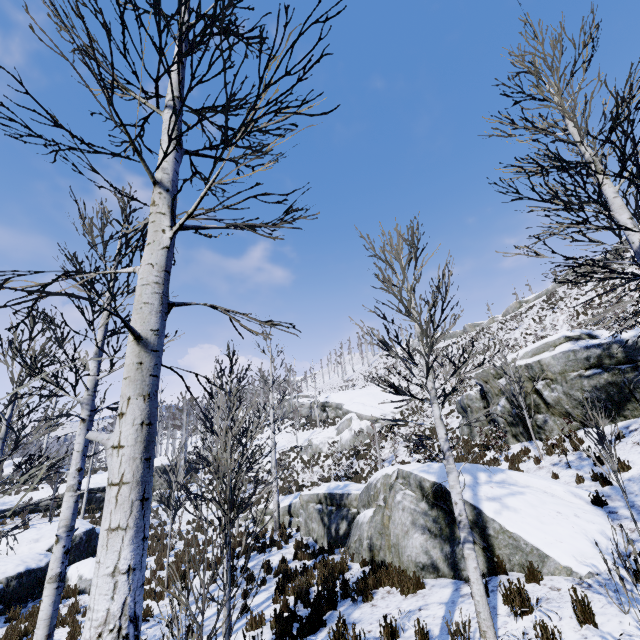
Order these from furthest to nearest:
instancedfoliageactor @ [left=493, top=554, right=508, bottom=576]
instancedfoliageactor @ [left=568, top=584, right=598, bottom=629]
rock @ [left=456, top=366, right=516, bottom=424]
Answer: rock @ [left=456, top=366, right=516, bottom=424] < instancedfoliageactor @ [left=493, top=554, right=508, bottom=576] < instancedfoliageactor @ [left=568, top=584, right=598, bottom=629]

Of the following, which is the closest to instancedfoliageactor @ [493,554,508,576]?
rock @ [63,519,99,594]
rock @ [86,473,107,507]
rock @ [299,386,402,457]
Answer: rock @ [63,519,99,594]

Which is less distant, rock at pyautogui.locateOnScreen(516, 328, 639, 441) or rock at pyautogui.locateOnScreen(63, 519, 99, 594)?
rock at pyautogui.locateOnScreen(516, 328, 639, 441)

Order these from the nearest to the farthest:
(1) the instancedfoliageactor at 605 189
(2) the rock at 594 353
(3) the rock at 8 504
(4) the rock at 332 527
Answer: (1) the instancedfoliageactor at 605 189 < (4) the rock at 332 527 < (2) the rock at 594 353 < (3) the rock at 8 504

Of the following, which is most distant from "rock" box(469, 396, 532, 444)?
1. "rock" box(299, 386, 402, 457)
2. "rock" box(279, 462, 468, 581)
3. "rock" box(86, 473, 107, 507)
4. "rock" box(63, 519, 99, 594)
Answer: "rock" box(86, 473, 107, 507)

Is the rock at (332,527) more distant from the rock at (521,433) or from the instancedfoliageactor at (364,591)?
the rock at (521,433)

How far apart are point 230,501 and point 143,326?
4.5 meters

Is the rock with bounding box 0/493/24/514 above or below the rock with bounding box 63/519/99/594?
above
